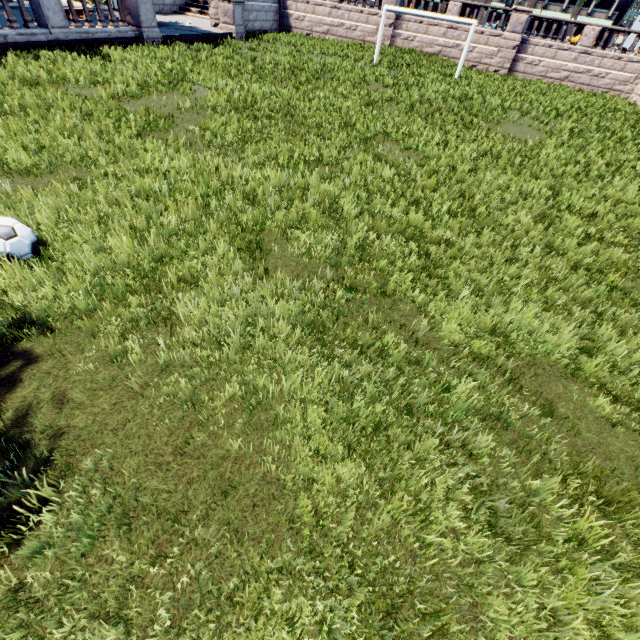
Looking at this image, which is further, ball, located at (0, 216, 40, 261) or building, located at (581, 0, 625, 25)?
building, located at (581, 0, 625, 25)

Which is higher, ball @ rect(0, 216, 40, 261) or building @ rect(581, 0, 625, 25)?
building @ rect(581, 0, 625, 25)

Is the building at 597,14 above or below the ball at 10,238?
above

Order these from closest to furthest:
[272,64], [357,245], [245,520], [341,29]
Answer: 1. [245,520]
2. [357,245]
3. [272,64]
4. [341,29]

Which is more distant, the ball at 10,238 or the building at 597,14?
the building at 597,14
